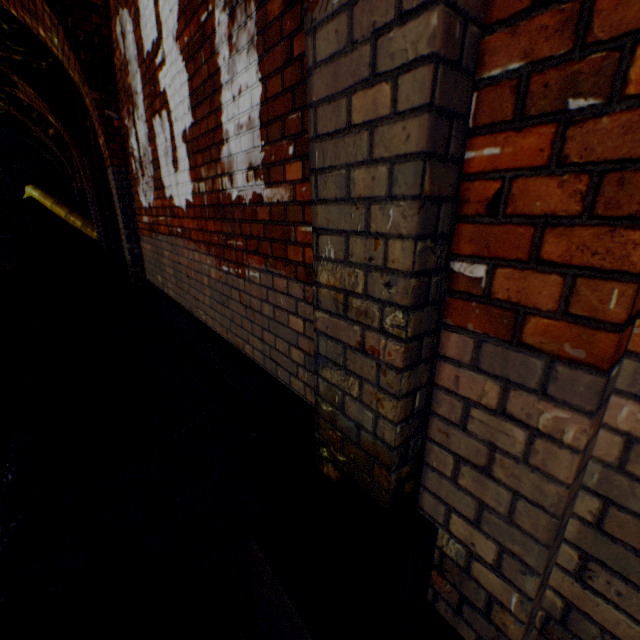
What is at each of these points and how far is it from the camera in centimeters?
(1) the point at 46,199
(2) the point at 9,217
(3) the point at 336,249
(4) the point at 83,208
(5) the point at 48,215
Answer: (1) large conduit, 987cm
(2) pipe, 992cm
(3) support arch, 104cm
(4) pipe, 1102cm
(5) pipe, 1045cm

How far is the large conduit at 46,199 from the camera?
9.89m

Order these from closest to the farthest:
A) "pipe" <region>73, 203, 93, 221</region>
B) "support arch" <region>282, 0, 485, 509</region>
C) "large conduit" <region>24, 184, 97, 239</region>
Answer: "support arch" <region>282, 0, 485, 509</region>
"large conduit" <region>24, 184, 97, 239</region>
"pipe" <region>73, 203, 93, 221</region>

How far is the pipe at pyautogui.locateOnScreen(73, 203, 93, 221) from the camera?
10.94m

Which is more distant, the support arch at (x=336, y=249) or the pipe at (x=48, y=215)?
the pipe at (x=48, y=215)

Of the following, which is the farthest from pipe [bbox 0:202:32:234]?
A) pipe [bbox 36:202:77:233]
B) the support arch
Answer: the support arch

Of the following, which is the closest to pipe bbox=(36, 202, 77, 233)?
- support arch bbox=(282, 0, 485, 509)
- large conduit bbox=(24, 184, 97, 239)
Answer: large conduit bbox=(24, 184, 97, 239)

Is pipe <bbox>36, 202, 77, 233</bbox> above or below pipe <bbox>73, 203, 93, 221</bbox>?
below
